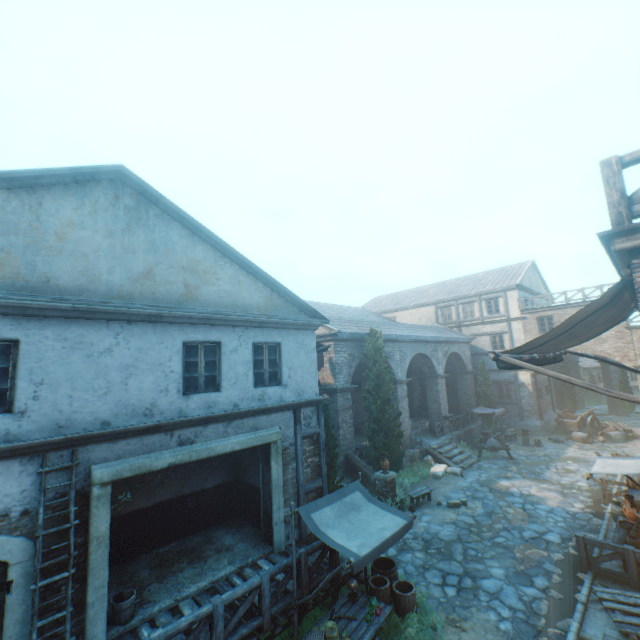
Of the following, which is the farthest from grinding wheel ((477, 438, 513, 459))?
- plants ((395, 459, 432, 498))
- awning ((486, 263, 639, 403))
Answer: awning ((486, 263, 639, 403))

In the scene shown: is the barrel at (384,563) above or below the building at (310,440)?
below

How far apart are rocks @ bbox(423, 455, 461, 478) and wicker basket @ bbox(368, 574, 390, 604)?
9.5 meters

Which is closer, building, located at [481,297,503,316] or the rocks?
the rocks

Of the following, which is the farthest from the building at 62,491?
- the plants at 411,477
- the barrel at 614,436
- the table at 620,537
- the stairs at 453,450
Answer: the stairs at 453,450

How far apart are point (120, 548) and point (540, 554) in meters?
12.1 m

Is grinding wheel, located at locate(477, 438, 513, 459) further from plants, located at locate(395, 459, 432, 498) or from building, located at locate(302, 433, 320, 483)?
building, located at locate(302, 433, 320, 483)

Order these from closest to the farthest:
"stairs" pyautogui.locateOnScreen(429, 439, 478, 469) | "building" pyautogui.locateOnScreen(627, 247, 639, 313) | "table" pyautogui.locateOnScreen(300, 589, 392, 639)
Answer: "building" pyautogui.locateOnScreen(627, 247, 639, 313) → "table" pyautogui.locateOnScreen(300, 589, 392, 639) → "stairs" pyautogui.locateOnScreen(429, 439, 478, 469)
